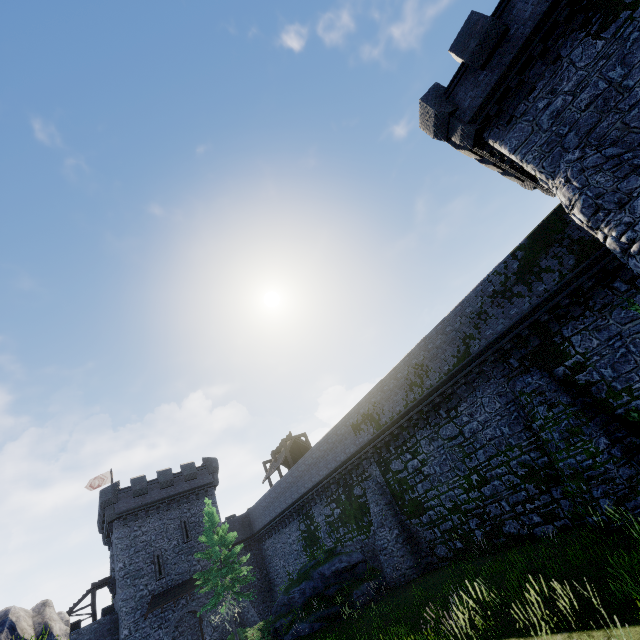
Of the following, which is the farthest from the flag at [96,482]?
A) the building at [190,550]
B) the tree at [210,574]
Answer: the tree at [210,574]

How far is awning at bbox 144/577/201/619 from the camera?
28.42m

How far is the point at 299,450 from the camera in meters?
35.5

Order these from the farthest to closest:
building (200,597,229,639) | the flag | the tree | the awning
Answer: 1. the flag
2. building (200,597,229,639)
3. the awning
4. the tree

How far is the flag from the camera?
37.7 meters

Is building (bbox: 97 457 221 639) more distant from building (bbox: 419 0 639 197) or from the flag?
building (bbox: 419 0 639 197)

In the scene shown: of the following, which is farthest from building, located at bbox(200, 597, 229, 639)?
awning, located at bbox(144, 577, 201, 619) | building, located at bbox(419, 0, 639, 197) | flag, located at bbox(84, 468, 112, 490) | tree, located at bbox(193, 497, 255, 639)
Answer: building, located at bbox(419, 0, 639, 197)

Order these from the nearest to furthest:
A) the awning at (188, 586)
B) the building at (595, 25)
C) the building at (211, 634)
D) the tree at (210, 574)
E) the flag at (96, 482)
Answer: the building at (595, 25) < the tree at (210, 574) < the awning at (188, 586) < the building at (211, 634) < the flag at (96, 482)
